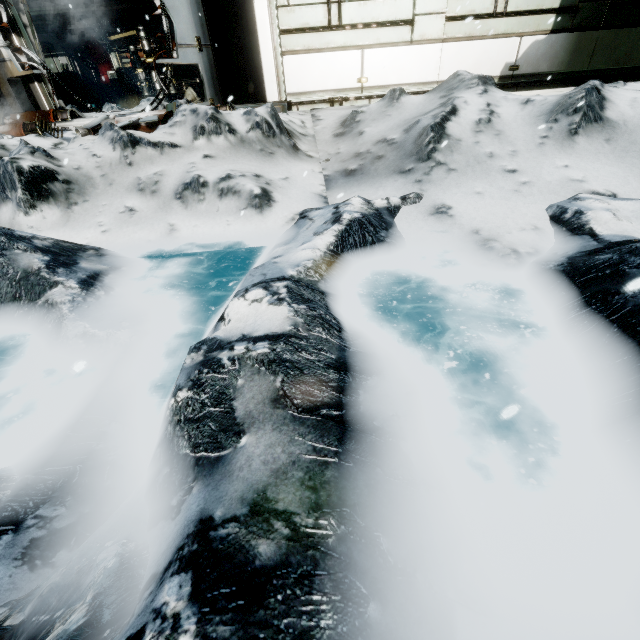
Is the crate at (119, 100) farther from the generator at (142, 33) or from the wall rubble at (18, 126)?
→ the wall rubble at (18, 126)

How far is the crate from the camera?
14.62m

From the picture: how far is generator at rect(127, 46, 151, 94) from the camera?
12.1 meters

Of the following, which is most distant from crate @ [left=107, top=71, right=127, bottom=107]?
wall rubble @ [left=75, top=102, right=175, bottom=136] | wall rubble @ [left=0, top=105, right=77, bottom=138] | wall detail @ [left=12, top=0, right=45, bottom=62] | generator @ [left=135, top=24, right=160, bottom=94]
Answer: wall rubble @ [left=75, top=102, right=175, bottom=136]

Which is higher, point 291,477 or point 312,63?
point 312,63

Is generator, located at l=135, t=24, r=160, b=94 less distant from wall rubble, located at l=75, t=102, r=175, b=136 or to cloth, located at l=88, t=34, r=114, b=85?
cloth, located at l=88, t=34, r=114, b=85

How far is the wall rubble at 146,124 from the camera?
6.1m

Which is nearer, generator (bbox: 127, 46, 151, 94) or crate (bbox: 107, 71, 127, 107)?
generator (bbox: 127, 46, 151, 94)
